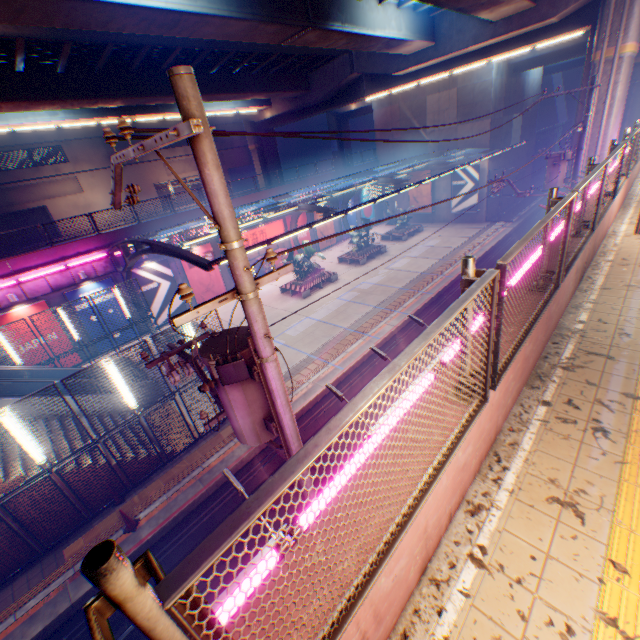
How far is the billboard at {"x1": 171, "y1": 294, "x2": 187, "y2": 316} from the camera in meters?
23.6

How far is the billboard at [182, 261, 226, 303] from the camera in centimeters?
2405cm

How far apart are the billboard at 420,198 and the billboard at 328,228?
9.4 meters

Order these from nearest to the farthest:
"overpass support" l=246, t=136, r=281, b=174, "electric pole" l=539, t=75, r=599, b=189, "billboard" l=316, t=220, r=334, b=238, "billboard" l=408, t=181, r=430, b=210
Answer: →
1. "electric pole" l=539, t=75, r=599, b=189
2. "billboard" l=316, t=220, r=334, b=238
3. "billboard" l=408, t=181, r=430, b=210
4. "overpass support" l=246, t=136, r=281, b=174

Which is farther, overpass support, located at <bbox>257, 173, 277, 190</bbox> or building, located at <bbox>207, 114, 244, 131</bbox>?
building, located at <bbox>207, 114, 244, 131</bbox>

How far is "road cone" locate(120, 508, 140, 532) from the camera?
9.8 meters

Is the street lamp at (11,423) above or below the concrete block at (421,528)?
below

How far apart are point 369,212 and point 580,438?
37.18m
